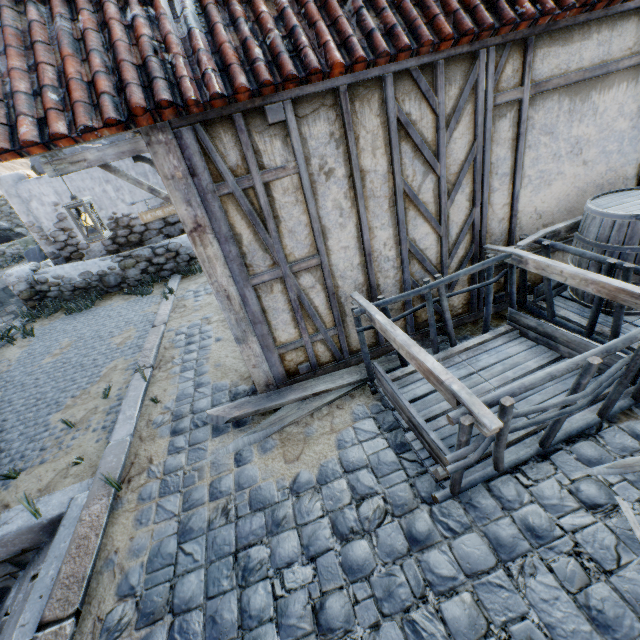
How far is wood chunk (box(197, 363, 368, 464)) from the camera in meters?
3.4

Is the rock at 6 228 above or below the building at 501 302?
above

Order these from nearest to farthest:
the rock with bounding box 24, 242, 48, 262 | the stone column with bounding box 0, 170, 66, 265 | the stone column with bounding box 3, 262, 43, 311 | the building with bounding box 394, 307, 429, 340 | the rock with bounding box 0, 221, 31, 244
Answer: the building with bounding box 394, 307, 429, 340 < the stone column with bounding box 0, 170, 66, 265 < the stone column with bounding box 3, 262, 43, 311 < the rock with bounding box 24, 242, 48, 262 < the rock with bounding box 0, 221, 31, 244

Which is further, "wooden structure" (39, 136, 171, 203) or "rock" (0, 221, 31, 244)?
"rock" (0, 221, 31, 244)

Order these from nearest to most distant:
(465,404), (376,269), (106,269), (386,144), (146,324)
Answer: (465,404), (386,144), (376,269), (146,324), (106,269)

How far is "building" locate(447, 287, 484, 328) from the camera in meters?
4.0

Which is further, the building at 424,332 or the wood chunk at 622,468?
the building at 424,332

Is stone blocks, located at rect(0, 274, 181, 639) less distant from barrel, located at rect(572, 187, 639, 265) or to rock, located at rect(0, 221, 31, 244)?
rock, located at rect(0, 221, 31, 244)
